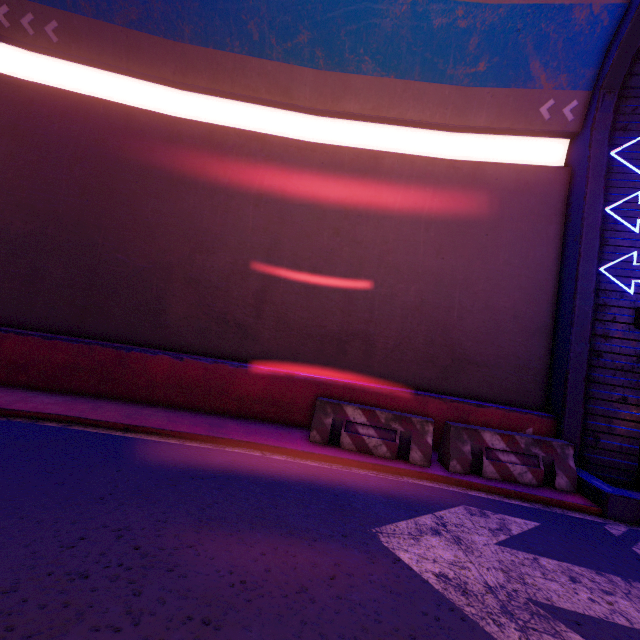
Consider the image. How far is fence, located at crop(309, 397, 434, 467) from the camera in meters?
6.4

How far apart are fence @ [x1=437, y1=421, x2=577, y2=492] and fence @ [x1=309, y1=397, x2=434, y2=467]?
0.2m

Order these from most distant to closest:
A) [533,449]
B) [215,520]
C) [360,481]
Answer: [533,449], [360,481], [215,520]

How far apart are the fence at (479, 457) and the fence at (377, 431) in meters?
0.2

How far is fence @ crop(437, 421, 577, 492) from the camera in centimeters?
622cm

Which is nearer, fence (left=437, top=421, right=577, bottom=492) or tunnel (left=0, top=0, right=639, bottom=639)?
tunnel (left=0, top=0, right=639, bottom=639)

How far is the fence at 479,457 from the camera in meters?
6.2

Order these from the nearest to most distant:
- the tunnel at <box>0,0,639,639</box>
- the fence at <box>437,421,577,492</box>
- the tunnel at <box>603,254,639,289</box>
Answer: the tunnel at <box>0,0,639,639</box> < the fence at <box>437,421,577,492</box> < the tunnel at <box>603,254,639,289</box>
